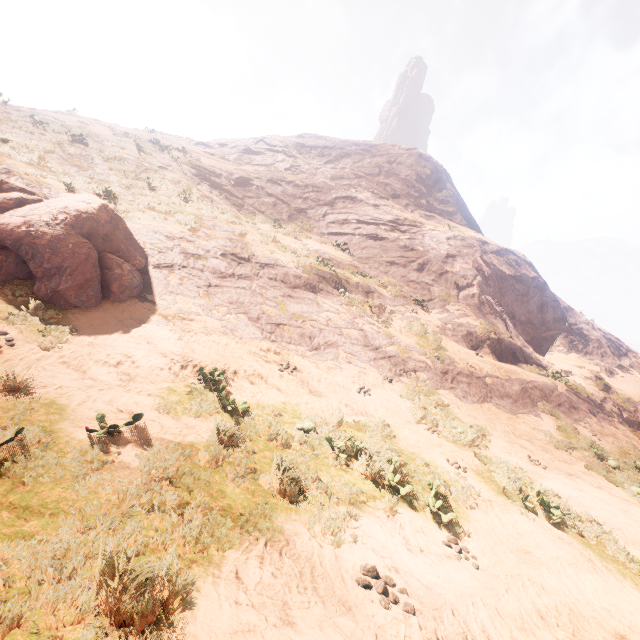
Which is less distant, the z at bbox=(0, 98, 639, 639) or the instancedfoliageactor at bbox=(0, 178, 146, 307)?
the z at bbox=(0, 98, 639, 639)

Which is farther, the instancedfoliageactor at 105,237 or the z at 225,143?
the instancedfoliageactor at 105,237

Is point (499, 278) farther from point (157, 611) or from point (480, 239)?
point (157, 611)
